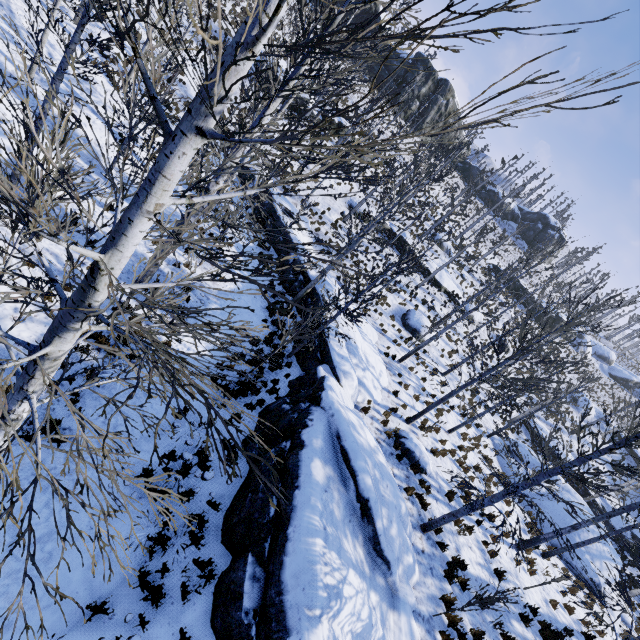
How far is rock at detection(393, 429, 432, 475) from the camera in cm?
1209

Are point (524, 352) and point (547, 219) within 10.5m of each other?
no

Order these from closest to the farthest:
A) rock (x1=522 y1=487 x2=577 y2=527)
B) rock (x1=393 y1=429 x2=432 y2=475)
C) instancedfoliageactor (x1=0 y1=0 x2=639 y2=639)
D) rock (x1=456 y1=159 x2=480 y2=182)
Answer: instancedfoliageactor (x1=0 y1=0 x2=639 y2=639) → rock (x1=393 y1=429 x2=432 y2=475) → rock (x1=522 y1=487 x2=577 y2=527) → rock (x1=456 y1=159 x2=480 y2=182)

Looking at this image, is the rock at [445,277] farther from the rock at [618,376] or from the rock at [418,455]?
the rock at [418,455]

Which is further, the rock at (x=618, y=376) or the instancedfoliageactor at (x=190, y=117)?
the rock at (x=618, y=376)

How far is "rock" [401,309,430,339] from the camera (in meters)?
23.09

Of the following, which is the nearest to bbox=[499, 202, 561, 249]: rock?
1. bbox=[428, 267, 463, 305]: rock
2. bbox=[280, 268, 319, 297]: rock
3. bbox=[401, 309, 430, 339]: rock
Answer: bbox=[428, 267, 463, 305]: rock

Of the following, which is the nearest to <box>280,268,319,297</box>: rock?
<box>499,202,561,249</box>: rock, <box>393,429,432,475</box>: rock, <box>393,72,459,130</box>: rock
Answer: <box>393,429,432,475</box>: rock
